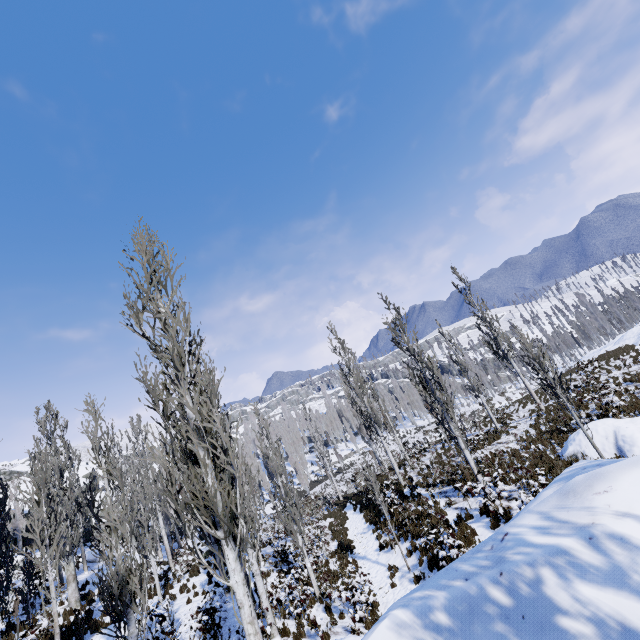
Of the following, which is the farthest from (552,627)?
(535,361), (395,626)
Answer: (535,361)

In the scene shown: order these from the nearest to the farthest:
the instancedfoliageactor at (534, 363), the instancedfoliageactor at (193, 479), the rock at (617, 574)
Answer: the rock at (617, 574)
the instancedfoliageactor at (193, 479)
the instancedfoliageactor at (534, 363)

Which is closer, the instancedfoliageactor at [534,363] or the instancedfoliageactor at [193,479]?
the instancedfoliageactor at [193,479]

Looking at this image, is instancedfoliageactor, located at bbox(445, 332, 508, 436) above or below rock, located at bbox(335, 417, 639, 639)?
above

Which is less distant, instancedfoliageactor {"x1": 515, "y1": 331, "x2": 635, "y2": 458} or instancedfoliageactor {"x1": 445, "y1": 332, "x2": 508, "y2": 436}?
instancedfoliageactor {"x1": 515, "y1": 331, "x2": 635, "y2": 458}

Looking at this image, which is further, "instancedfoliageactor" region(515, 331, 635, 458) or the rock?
"instancedfoliageactor" region(515, 331, 635, 458)

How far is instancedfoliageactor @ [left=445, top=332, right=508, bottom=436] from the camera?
20.7 meters
